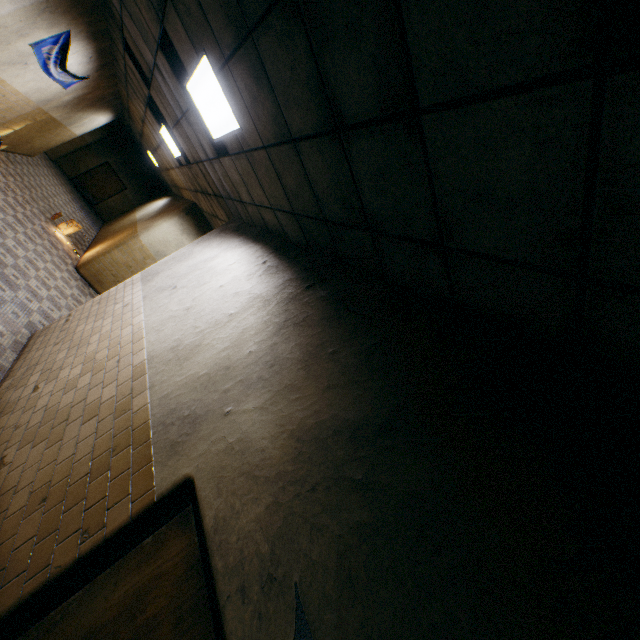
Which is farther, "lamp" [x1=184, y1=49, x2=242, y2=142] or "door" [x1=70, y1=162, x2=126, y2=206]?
"door" [x1=70, y1=162, x2=126, y2=206]

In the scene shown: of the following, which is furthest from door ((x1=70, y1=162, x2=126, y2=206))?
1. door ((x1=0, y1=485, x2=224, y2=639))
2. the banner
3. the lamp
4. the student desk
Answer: door ((x1=0, y1=485, x2=224, y2=639))

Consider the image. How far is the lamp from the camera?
3.0m

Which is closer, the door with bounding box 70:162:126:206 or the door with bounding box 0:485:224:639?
the door with bounding box 0:485:224:639

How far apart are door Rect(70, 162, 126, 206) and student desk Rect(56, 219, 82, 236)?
9.9 meters

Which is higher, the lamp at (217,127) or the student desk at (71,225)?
the lamp at (217,127)

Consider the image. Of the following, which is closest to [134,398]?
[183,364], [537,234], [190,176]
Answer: [183,364]

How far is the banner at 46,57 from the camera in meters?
5.2 m
